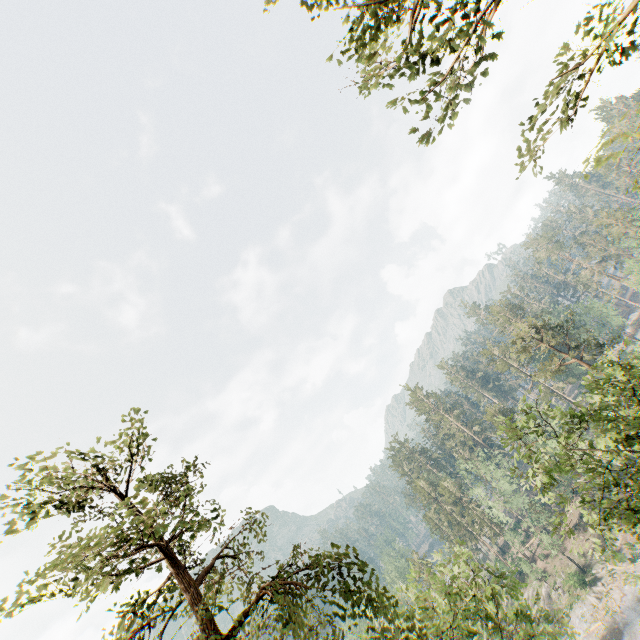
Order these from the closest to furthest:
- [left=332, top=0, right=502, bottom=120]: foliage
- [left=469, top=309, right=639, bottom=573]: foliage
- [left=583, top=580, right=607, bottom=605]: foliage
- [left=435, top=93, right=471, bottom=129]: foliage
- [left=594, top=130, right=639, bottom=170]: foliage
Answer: [left=594, top=130, right=639, bottom=170]: foliage → [left=332, top=0, right=502, bottom=120]: foliage → [left=435, top=93, right=471, bottom=129]: foliage → [left=469, top=309, right=639, bottom=573]: foliage → [left=583, top=580, right=607, bottom=605]: foliage

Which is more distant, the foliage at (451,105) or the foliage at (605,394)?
the foliage at (605,394)

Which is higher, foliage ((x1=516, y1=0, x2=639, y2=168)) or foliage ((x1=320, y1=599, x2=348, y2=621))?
foliage ((x1=516, y1=0, x2=639, y2=168))

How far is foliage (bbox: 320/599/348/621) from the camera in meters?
7.3

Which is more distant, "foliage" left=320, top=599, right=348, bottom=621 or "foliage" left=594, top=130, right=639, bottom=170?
"foliage" left=320, top=599, right=348, bottom=621

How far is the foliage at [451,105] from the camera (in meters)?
7.77

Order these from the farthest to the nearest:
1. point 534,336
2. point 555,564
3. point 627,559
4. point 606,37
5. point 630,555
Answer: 1. point 555,564
2. point 627,559
3. point 630,555
4. point 534,336
5. point 606,37
